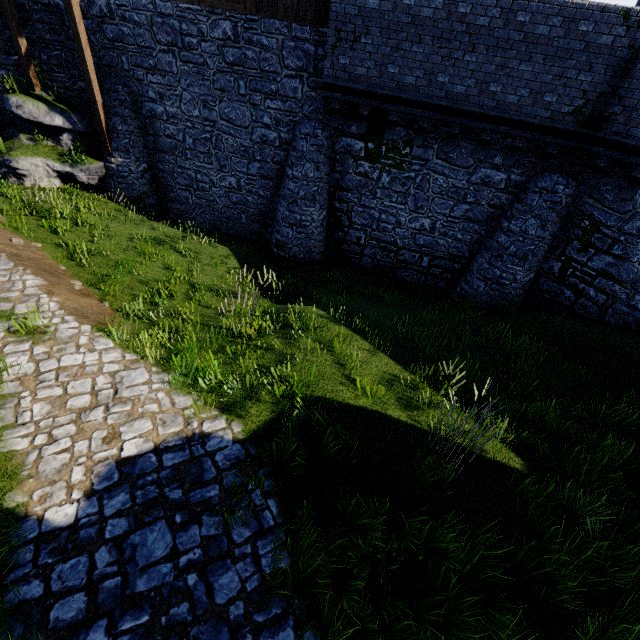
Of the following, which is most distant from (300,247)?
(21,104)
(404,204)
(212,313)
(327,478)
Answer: (21,104)

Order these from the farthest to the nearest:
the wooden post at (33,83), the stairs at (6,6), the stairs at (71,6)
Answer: the wooden post at (33,83) < the stairs at (6,6) < the stairs at (71,6)

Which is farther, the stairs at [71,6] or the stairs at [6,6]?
the stairs at [6,6]

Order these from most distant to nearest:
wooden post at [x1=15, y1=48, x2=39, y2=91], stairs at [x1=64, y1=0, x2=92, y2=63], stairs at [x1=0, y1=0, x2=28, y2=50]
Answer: wooden post at [x1=15, y1=48, x2=39, y2=91]
stairs at [x1=0, y1=0, x2=28, y2=50]
stairs at [x1=64, y1=0, x2=92, y2=63]

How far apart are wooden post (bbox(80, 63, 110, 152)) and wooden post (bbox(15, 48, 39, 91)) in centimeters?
263cm

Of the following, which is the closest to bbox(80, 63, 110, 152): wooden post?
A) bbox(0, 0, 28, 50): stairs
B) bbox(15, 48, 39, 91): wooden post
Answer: bbox(0, 0, 28, 50): stairs

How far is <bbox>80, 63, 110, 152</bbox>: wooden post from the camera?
11.9m

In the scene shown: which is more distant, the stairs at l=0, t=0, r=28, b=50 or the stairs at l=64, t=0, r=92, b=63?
the stairs at l=0, t=0, r=28, b=50
